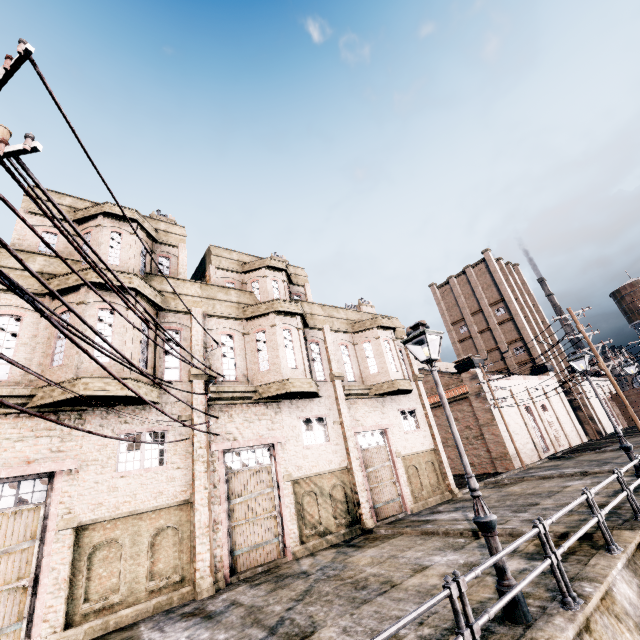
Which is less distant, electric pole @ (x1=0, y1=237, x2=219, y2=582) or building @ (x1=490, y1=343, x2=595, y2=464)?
electric pole @ (x1=0, y1=237, x2=219, y2=582)

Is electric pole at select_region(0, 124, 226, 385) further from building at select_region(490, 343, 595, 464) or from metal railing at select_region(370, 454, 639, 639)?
metal railing at select_region(370, 454, 639, 639)

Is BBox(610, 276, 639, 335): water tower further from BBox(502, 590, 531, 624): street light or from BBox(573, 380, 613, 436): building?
BBox(502, 590, 531, 624): street light

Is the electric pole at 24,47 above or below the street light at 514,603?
above

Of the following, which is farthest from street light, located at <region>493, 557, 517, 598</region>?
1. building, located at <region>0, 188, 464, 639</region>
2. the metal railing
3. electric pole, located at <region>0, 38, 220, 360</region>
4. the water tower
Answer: the water tower

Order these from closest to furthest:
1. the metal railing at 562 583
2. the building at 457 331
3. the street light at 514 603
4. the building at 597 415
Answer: the metal railing at 562 583, the street light at 514 603, the building at 457 331, the building at 597 415

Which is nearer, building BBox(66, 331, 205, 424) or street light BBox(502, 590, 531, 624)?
street light BBox(502, 590, 531, 624)

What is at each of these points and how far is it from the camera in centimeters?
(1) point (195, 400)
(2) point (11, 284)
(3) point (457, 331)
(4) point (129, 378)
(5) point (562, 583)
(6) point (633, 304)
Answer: (1) building, 1325cm
(2) electric pole, 394cm
(3) building, 5469cm
(4) building, 1107cm
(5) metal railing, 554cm
(6) water tower, 5619cm
